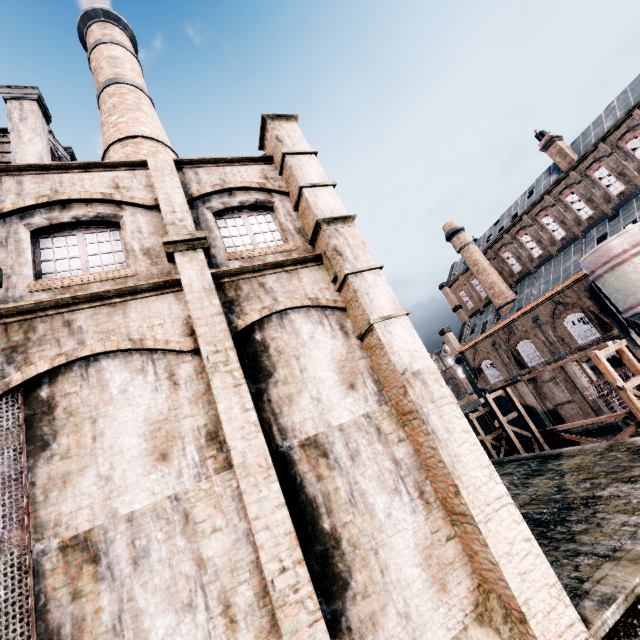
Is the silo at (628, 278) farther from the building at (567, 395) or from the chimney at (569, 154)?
the chimney at (569, 154)

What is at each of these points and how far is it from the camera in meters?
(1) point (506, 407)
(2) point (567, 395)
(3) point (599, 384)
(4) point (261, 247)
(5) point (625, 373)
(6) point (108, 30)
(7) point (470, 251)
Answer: (1) building, 39.5
(2) building, 32.6
(3) ship construction, 28.4
(4) building, 9.6
(5) ship construction, 31.3
(6) chimney, 25.6
(7) chimney, 42.0

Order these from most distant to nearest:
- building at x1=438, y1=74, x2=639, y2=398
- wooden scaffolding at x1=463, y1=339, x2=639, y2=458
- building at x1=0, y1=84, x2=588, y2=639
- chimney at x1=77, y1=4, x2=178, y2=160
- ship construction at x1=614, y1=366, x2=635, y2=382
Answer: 1. building at x1=438, y1=74, x2=639, y2=398
2. ship construction at x1=614, y1=366, x2=635, y2=382
3. chimney at x1=77, y1=4, x2=178, y2=160
4. wooden scaffolding at x1=463, y1=339, x2=639, y2=458
5. building at x1=0, y1=84, x2=588, y2=639

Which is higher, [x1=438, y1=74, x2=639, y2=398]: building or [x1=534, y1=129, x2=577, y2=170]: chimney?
[x1=534, y1=129, x2=577, y2=170]: chimney

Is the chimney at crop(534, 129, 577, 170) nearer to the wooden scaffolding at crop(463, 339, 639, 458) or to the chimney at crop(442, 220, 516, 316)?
the chimney at crop(442, 220, 516, 316)

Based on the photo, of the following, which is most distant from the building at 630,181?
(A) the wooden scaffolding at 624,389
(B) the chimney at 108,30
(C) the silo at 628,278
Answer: (A) the wooden scaffolding at 624,389

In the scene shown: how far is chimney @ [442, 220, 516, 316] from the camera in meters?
39.2 m

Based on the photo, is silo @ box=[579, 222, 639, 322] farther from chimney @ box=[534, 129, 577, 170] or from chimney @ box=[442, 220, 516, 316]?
chimney @ box=[442, 220, 516, 316]
